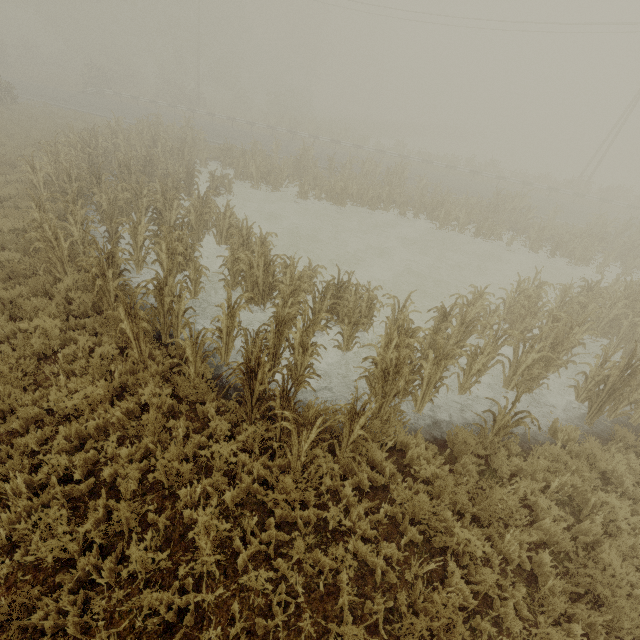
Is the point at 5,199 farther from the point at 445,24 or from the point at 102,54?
the point at 102,54

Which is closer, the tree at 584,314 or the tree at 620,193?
the tree at 584,314

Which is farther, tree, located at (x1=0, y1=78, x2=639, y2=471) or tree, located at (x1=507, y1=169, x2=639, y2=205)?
tree, located at (x1=507, y1=169, x2=639, y2=205)
